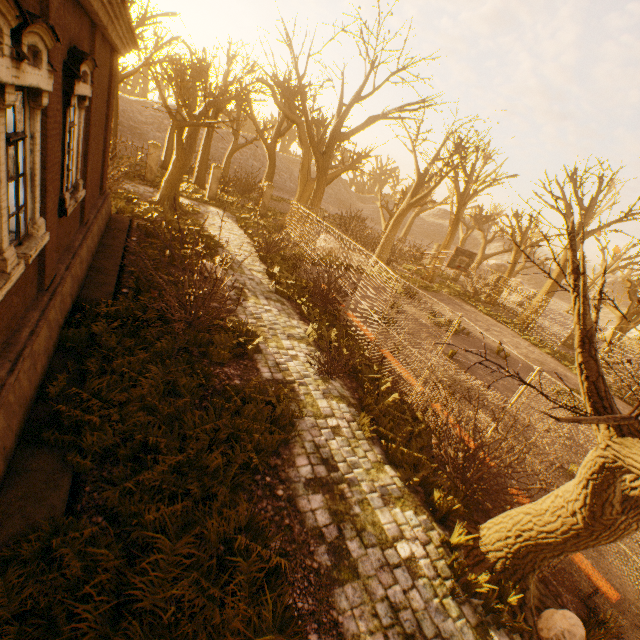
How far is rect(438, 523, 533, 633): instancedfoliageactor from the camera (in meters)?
4.41

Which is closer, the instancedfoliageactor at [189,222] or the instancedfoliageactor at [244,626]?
the instancedfoliageactor at [244,626]

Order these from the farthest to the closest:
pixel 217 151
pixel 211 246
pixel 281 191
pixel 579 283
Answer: pixel 281 191, pixel 217 151, pixel 211 246, pixel 579 283

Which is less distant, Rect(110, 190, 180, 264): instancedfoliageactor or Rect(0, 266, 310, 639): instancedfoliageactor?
Rect(0, 266, 310, 639): instancedfoliageactor

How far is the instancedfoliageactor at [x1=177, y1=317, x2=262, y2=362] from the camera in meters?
7.5 m

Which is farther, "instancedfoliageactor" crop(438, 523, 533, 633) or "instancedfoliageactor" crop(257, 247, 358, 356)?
"instancedfoliageactor" crop(257, 247, 358, 356)

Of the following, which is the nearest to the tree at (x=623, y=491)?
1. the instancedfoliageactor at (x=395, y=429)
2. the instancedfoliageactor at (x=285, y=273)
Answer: the instancedfoliageactor at (x=395, y=429)

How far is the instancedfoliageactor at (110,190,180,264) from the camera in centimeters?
1168cm
